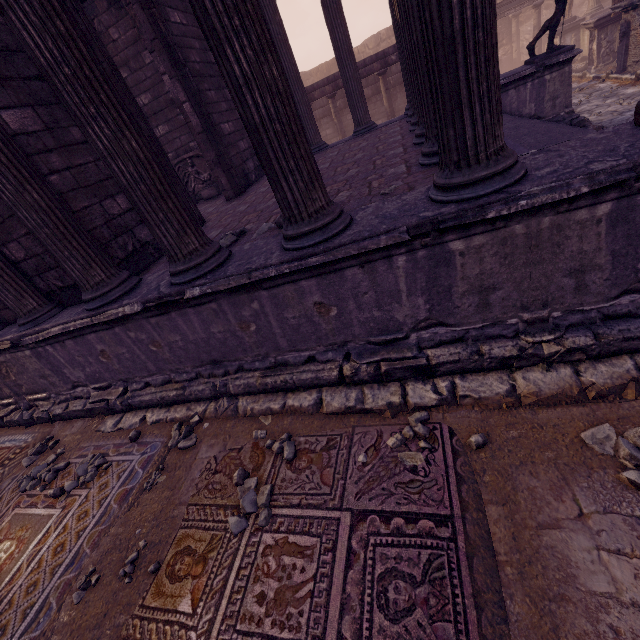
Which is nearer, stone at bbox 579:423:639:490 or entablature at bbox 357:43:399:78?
stone at bbox 579:423:639:490

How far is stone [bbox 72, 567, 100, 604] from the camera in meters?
2.7

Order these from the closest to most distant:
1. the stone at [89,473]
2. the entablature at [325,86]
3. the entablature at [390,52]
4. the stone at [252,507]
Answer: the stone at [252,507] < the stone at [89,473] < the entablature at [390,52] < the entablature at [325,86]

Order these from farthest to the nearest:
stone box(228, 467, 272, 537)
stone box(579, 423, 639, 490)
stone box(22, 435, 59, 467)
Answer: stone box(22, 435, 59, 467), stone box(228, 467, 272, 537), stone box(579, 423, 639, 490)

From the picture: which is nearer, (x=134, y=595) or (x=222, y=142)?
(x=134, y=595)

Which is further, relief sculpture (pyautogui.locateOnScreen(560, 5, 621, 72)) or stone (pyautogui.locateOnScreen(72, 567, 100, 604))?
relief sculpture (pyautogui.locateOnScreen(560, 5, 621, 72))

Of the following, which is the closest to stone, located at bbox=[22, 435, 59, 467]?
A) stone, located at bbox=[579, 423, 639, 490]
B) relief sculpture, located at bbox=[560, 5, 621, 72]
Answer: stone, located at bbox=[579, 423, 639, 490]

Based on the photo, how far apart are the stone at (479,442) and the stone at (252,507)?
1.7 meters
